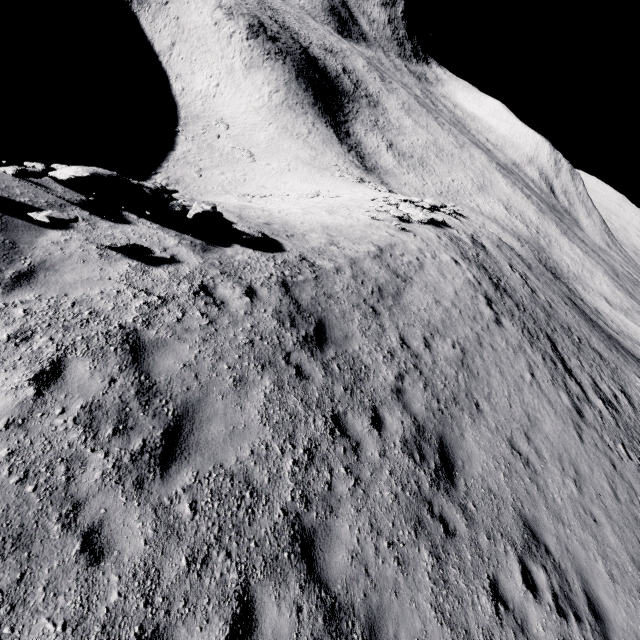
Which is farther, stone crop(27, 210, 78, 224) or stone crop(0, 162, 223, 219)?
stone crop(0, 162, 223, 219)

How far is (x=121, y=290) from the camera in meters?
6.3 m

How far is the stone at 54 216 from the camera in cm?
605

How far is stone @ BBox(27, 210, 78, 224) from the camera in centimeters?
605cm

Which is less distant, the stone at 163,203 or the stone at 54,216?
the stone at 54,216

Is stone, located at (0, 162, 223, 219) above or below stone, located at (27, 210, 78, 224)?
below
